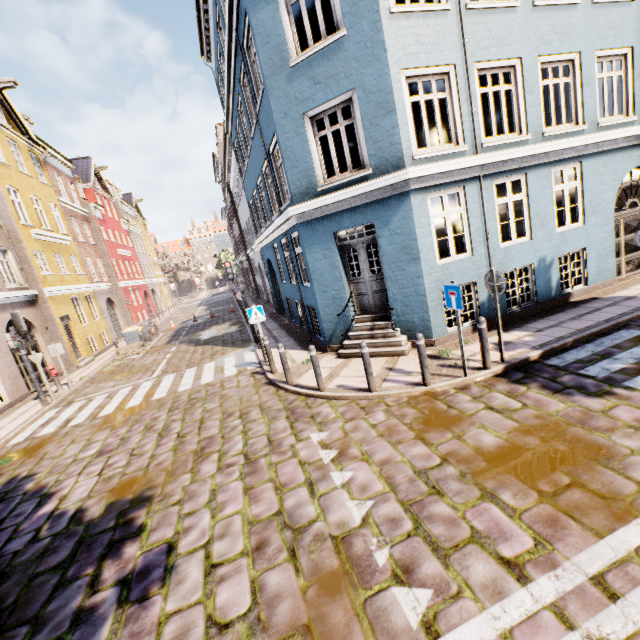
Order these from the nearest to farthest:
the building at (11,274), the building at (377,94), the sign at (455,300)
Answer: the sign at (455,300) < the building at (377,94) < the building at (11,274)

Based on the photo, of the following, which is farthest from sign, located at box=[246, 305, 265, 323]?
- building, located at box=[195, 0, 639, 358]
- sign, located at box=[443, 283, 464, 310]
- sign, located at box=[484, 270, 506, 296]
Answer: sign, located at box=[484, 270, 506, 296]

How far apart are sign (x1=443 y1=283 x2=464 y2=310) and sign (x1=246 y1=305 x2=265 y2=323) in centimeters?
546cm

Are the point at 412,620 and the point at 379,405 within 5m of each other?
yes

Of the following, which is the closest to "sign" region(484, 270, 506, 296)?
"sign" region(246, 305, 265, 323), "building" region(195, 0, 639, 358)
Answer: "building" region(195, 0, 639, 358)

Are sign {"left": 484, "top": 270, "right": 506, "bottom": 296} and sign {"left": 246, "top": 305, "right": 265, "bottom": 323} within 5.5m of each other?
no

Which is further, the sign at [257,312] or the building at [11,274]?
the building at [11,274]

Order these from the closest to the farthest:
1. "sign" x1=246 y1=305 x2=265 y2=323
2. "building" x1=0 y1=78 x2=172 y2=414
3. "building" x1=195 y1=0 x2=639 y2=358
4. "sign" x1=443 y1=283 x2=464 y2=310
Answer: "sign" x1=443 y1=283 x2=464 y2=310
"building" x1=195 y1=0 x2=639 y2=358
"sign" x1=246 y1=305 x2=265 y2=323
"building" x1=0 y1=78 x2=172 y2=414
